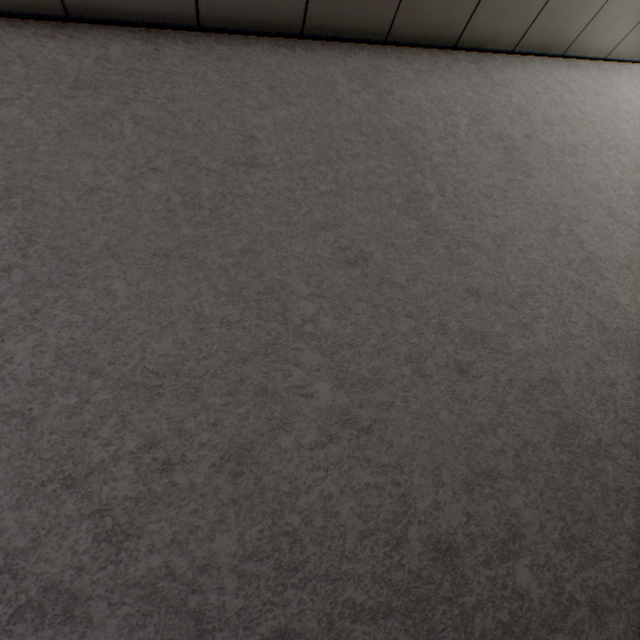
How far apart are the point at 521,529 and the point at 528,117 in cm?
215
